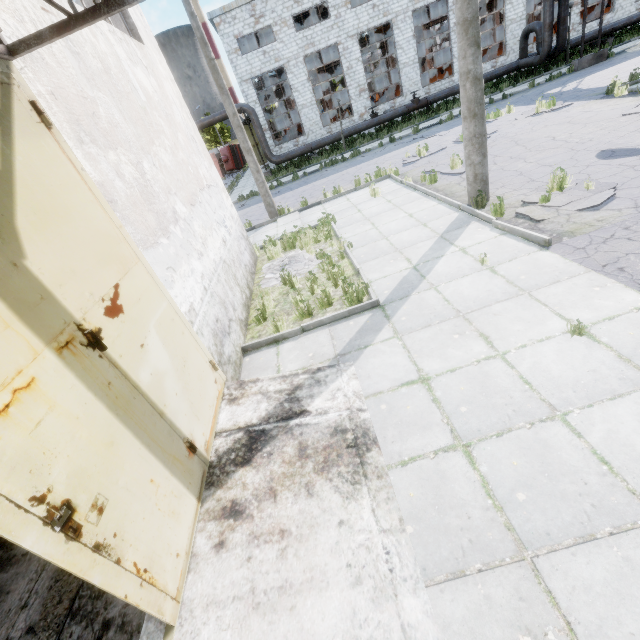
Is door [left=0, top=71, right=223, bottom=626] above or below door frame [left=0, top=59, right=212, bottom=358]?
below

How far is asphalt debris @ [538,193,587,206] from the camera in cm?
662

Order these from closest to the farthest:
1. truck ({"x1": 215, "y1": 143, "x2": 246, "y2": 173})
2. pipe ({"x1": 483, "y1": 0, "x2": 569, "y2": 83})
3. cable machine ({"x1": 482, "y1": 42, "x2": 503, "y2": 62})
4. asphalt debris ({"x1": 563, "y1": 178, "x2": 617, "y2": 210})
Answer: asphalt debris ({"x1": 563, "y1": 178, "x2": 617, "y2": 210}), pipe ({"x1": 483, "y1": 0, "x2": 569, "y2": 83}), cable machine ({"x1": 482, "y1": 42, "x2": 503, "y2": 62}), truck ({"x1": 215, "y1": 143, "x2": 246, "y2": 173})

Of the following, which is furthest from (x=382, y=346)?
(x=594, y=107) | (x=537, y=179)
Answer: (x=594, y=107)

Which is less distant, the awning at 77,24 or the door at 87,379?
the door at 87,379

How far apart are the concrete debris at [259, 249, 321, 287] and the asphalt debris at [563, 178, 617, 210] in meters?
4.1

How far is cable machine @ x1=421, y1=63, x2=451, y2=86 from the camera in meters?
29.6

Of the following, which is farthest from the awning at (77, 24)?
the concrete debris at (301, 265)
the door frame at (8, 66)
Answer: the concrete debris at (301, 265)
